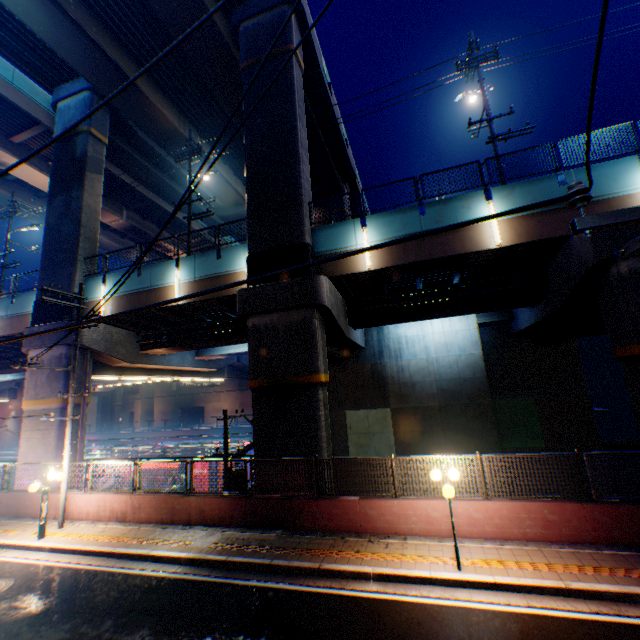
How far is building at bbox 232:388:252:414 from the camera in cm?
5913

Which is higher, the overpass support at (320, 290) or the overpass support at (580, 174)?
the overpass support at (580, 174)

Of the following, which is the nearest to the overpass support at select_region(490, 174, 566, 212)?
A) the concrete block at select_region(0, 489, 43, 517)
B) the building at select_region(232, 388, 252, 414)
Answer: the concrete block at select_region(0, 489, 43, 517)

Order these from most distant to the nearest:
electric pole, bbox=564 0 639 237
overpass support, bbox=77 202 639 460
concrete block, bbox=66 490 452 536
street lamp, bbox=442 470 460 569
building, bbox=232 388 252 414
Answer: building, bbox=232 388 252 414, overpass support, bbox=77 202 639 460, concrete block, bbox=66 490 452 536, street lamp, bbox=442 470 460 569, electric pole, bbox=564 0 639 237

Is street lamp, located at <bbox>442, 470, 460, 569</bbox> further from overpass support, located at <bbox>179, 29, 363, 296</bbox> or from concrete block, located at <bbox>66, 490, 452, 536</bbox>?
overpass support, located at <bbox>179, 29, 363, 296</bbox>

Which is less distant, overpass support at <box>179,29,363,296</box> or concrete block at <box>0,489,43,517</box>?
concrete block at <box>0,489,43,517</box>

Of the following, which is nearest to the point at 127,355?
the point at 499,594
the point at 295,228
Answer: the point at 295,228

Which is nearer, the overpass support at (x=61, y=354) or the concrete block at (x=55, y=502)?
the concrete block at (x=55, y=502)
